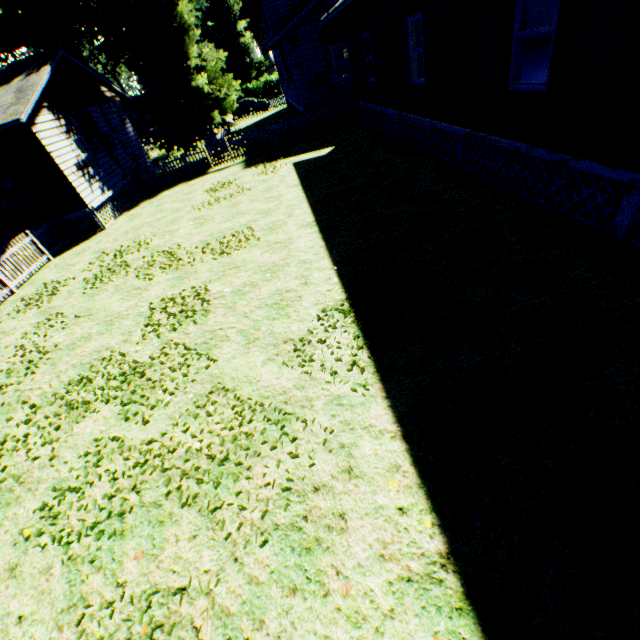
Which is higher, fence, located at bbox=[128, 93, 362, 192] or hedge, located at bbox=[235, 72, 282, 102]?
hedge, located at bbox=[235, 72, 282, 102]

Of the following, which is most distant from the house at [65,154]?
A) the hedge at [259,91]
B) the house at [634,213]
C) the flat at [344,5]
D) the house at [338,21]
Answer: the hedge at [259,91]

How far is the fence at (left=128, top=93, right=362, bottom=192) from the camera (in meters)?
17.91

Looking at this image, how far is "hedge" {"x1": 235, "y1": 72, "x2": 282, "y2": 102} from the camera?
47.8m

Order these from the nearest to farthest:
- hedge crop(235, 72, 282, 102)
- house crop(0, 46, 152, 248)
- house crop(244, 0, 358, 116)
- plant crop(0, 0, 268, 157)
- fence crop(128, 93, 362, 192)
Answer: house crop(0, 46, 152, 248) → house crop(244, 0, 358, 116) → plant crop(0, 0, 268, 157) → fence crop(128, 93, 362, 192) → hedge crop(235, 72, 282, 102)

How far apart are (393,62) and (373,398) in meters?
12.2 m

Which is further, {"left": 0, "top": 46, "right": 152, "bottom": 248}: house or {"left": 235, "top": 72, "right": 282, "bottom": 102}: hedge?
{"left": 235, "top": 72, "right": 282, "bottom": 102}: hedge

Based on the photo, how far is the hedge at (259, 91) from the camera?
47.75m
